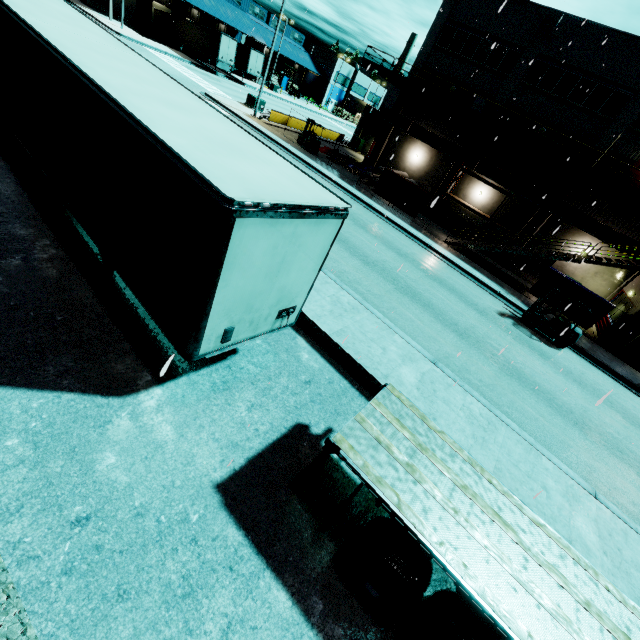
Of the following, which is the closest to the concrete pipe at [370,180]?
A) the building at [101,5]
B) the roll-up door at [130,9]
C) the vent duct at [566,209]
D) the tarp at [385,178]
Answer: the building at [101,5]

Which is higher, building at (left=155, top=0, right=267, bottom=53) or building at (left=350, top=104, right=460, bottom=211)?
building at (left=155, top=0, right=267, bottom=53)

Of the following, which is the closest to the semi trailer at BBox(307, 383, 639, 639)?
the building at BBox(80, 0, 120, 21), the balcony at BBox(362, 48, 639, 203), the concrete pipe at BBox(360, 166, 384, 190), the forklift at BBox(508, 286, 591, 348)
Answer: the building at BBox(80, 0, 120, 21)

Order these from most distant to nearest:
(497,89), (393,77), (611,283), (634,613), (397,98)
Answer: (397,98) < (393,77) < (497,89) < (611,283) < (634,613)

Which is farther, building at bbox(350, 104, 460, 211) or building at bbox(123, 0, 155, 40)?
building at bbox(123, 0, 155, 40)

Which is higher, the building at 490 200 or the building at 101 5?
the building at 490 200

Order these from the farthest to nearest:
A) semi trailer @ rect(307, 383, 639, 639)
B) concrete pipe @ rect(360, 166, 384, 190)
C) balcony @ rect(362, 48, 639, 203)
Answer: concrete pipe @ rect(360, 166, 384, 190), balcony @ rect(362, 48, 639, 203), semi trailer @ rect(307, 383, 639, 639)

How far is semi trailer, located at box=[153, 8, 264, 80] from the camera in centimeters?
4050cm
